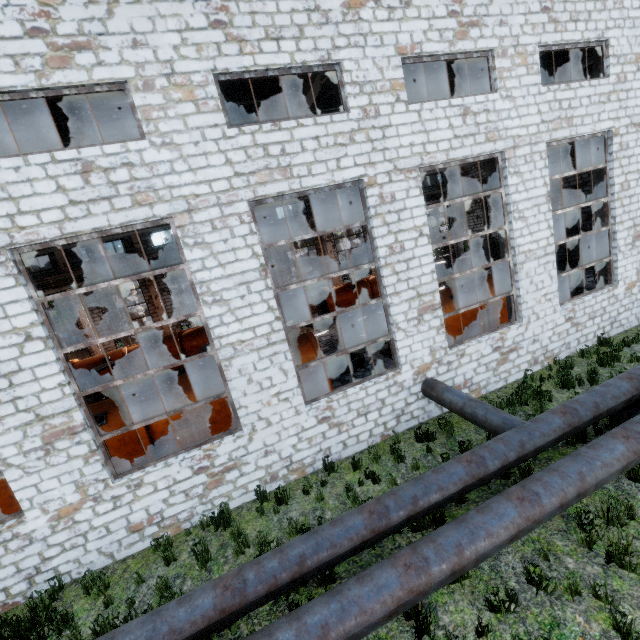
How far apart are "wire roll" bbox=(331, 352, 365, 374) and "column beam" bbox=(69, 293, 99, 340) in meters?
17.3

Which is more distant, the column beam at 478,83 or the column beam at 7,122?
the column beam at 478,83

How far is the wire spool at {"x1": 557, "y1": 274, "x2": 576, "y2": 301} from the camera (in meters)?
14.44

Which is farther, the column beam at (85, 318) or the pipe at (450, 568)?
the column beam at (85, 318)

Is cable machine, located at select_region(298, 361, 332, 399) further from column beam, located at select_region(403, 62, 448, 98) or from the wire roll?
column beam, located at select_region(403, 62, 448, 98)

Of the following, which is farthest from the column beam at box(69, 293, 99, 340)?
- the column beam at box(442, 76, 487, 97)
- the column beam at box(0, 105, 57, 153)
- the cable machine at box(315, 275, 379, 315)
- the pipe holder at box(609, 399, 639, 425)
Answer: the pipe holder at box(609, 399, 639, 425)

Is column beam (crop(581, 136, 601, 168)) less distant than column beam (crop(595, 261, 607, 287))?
Yes

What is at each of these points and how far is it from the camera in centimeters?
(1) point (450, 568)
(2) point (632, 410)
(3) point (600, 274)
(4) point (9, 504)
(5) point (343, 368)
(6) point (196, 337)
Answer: (1) pipe, 428cm
(2) pipe holder, 708cm
(3) column beam, 1230cm
(4) cable machine, 884cm
(5) wire roll, 1299cm
(6) cable machine, 2027cm
